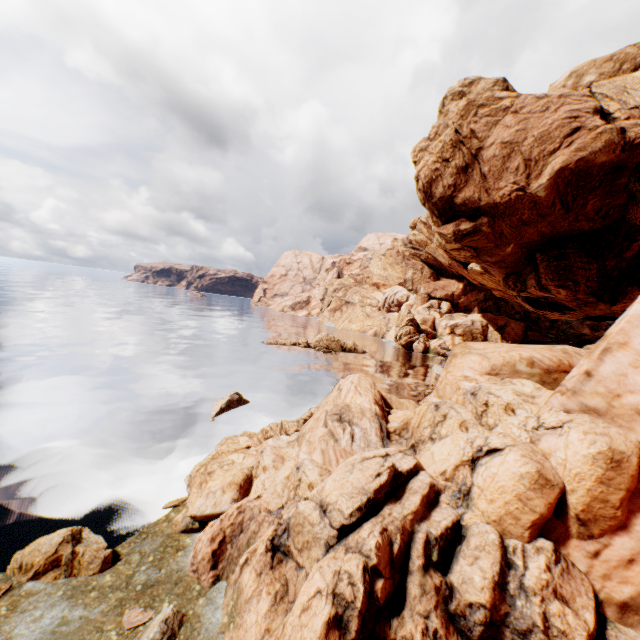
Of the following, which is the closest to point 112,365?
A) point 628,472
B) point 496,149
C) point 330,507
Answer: point 330,507

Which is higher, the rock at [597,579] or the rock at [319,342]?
the rock at [597,579]

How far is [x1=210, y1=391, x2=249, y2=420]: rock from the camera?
21.5 meters

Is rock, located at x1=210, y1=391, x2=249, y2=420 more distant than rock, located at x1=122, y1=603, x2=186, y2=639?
Yes

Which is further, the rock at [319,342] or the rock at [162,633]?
the rock at [319,342]

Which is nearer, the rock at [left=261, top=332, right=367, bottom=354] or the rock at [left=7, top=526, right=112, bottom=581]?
the rock at [left=7, top=526, right=112, bottom=581]

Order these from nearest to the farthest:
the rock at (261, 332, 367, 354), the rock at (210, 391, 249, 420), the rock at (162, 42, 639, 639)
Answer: the rock at (162, 42, 639, 639), the rock at (210, 391, 249, 420), the rock at (261, 332, 367, 354)
